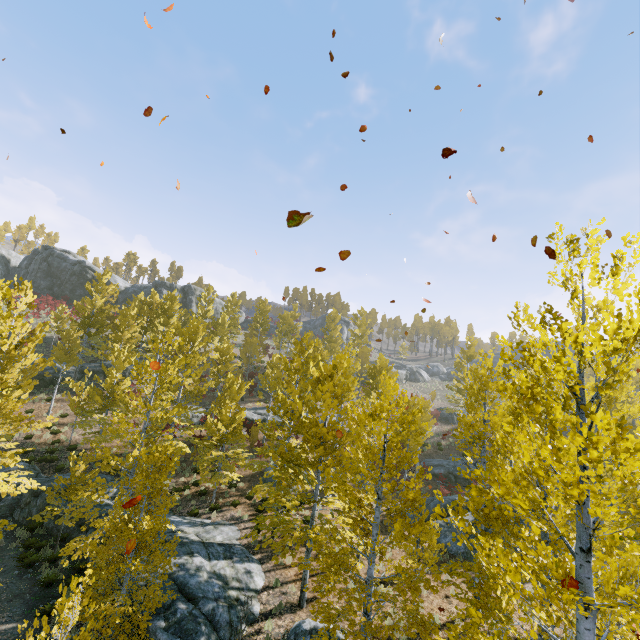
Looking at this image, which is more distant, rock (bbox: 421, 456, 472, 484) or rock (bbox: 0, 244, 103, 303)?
rock (bbox: 0, 244, 103, 303)

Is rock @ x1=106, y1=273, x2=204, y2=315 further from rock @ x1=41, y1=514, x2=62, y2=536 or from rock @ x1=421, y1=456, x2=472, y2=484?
rock @ x1=421, y1=456, x2=472, y2=484

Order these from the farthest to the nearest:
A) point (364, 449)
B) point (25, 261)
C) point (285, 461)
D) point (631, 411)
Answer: point (25, 261) < point (285, 461) < point (631, 411) < point (364, 449)

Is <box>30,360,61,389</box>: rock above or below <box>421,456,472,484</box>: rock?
above

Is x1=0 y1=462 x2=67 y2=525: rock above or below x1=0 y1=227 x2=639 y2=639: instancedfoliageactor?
below

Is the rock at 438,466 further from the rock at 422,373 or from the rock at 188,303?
the rock at 188,303

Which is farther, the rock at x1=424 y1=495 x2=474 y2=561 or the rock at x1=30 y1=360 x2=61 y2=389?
the rock at x1=30 y1=360 x2=61 y2=389

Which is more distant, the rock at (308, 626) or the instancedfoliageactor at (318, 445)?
the rock at (308, 626)
